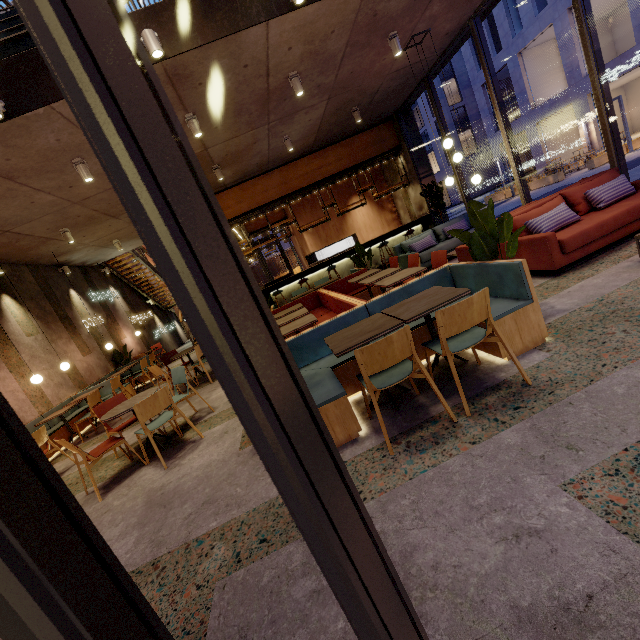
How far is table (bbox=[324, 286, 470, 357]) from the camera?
2.70m

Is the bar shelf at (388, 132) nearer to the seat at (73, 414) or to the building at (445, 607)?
the building at (445, 607)

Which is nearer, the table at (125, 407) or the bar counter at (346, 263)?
the table at (125, 407)

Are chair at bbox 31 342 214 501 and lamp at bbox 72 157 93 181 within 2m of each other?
no

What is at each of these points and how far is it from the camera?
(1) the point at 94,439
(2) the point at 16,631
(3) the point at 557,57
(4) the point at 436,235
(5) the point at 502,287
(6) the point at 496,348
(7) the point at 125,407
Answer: (1) building, 6.5 meters
(2) door, 0.7 meters
(3) building, 23.7 meters
(4) couch, 9.0 meters
(5) seat, 3.1 meters
(6) seat, 2.9 meters
(7) table, 4.3 meters

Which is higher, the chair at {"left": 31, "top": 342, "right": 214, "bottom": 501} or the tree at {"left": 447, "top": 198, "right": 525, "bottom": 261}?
the tree at {"left": 447, "top": 198, "right": 525, "bottom": 261}

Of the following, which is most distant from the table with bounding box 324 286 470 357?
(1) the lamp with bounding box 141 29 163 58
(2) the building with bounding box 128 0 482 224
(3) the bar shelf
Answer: (3) the bar shelf

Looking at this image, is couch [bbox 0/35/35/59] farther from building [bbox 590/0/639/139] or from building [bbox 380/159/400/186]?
building [bbox 590/0/639/139]
